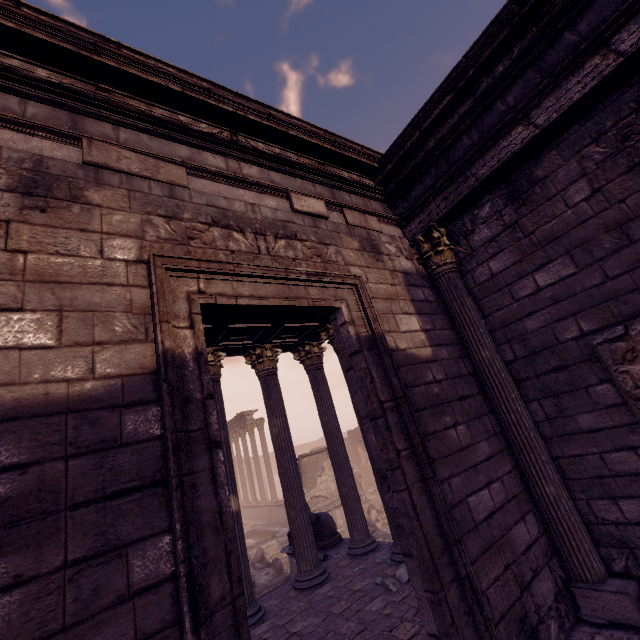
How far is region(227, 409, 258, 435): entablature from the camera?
24.58m

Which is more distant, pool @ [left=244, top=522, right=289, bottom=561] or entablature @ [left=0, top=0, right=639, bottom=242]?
pool @ [left=244, top=522, right=289, bottom=561]

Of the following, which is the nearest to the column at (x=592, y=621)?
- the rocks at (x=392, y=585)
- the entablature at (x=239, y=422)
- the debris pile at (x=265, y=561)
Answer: the rocks at (x=392, y=585)

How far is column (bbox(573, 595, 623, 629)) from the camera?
3.16m

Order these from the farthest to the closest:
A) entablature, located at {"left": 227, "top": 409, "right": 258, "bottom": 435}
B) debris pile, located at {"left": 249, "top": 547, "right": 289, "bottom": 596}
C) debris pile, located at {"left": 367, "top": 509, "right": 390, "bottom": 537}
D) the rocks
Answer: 1. entablature, located at {"left": 227, "top": 409, "right": 258, "bottom": 435}
2. debris pile, located at {"left": 367, "top": 509, "right": 390, "bottom": 537}
3. debris pile, located at {"left": 249, "top": 547, "right": 289, "bottom": 596}
4. the rocks

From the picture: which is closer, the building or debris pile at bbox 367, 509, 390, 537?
the building

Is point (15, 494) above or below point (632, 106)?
below

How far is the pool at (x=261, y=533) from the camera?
15.5m
